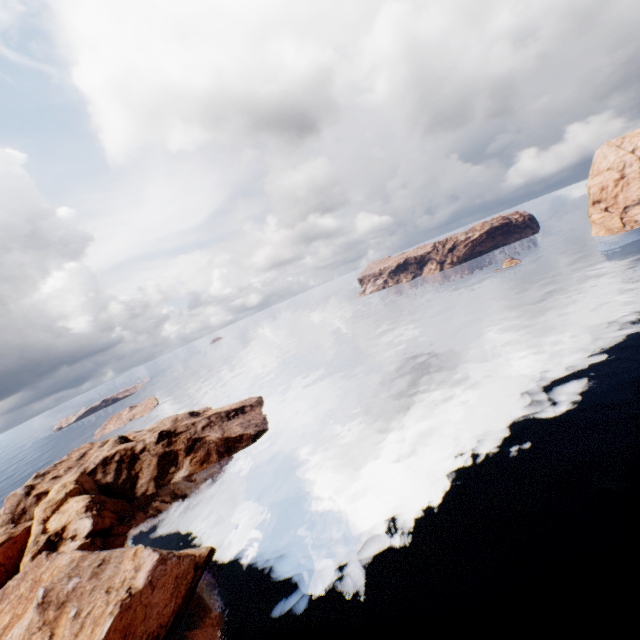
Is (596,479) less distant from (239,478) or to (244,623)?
(244,623)
